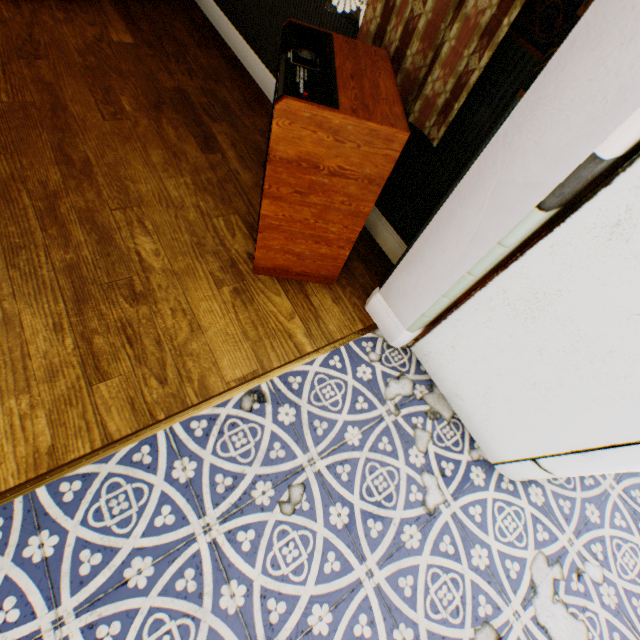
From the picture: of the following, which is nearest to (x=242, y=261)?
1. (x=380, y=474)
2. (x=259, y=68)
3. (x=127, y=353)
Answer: (x=127, y=353)

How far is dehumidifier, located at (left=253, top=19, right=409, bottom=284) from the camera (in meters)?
1.06

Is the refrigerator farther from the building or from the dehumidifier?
the dehumidifier

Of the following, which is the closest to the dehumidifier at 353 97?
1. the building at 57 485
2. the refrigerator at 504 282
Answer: the building at 57 485

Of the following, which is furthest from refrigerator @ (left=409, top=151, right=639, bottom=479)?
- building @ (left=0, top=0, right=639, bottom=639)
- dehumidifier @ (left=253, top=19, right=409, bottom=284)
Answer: dehumidifier @ (left=253, top=19, right=409, bottom=284)
